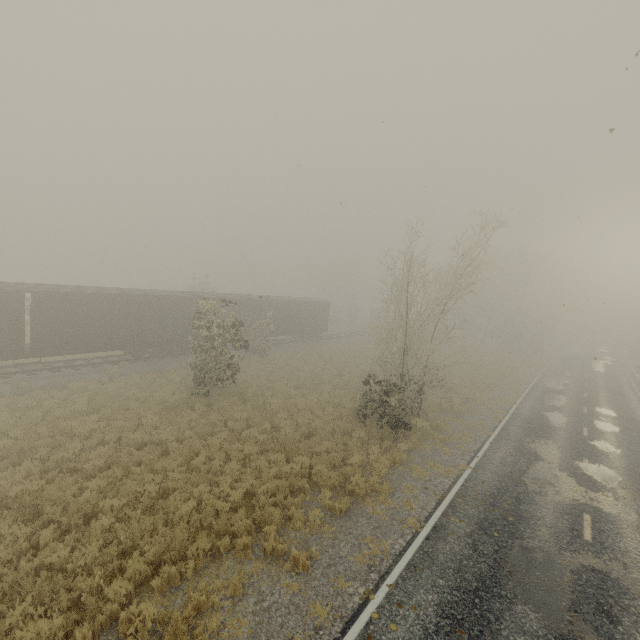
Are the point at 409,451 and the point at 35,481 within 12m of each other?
no
